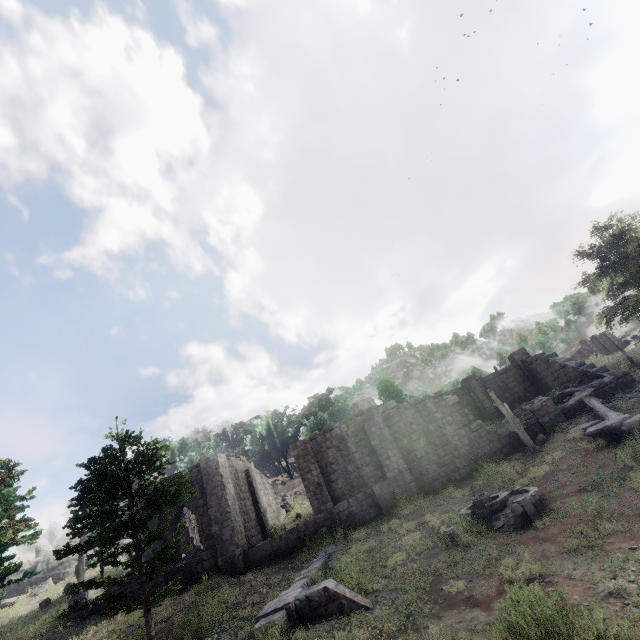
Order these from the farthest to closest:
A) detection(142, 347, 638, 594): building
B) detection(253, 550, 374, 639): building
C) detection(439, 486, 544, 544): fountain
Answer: detection(142, 347, 638, 594): building, detection(439, 486, 544, 544): fountain, detection(253, 550, 374, 639): building

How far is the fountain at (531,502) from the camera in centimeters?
1080cm

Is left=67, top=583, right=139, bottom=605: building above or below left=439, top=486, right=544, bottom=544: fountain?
above

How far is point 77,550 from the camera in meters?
11.2 m

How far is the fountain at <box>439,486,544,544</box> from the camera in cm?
1080

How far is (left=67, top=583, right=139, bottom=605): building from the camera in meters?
19.1

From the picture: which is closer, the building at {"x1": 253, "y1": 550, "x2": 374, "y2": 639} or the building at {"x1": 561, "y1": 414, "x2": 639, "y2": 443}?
the building at {"x1": 253, "y1": 550, "x2": 374, "y2": 639}

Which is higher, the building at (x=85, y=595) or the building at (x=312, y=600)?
the building at (x=85, y=595)
